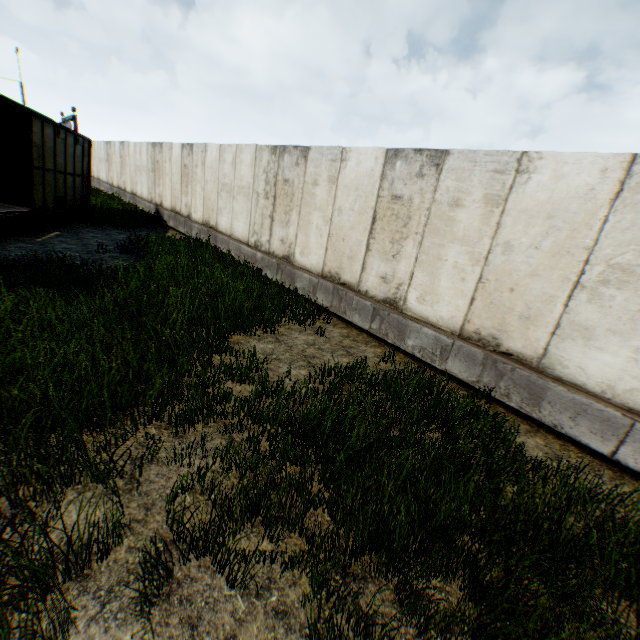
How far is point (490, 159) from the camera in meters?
4.9
